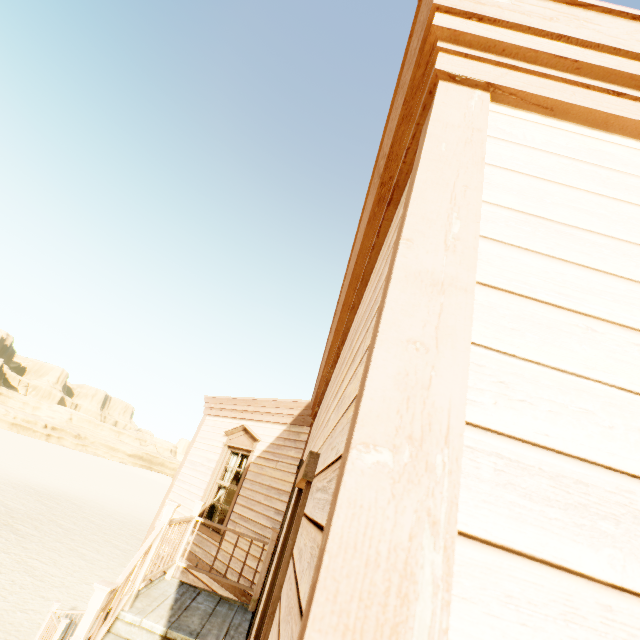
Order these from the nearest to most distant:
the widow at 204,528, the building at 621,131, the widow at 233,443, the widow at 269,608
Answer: the building at 621,131 < the widow at 269,608 < the widow at 204,528 < the widow at 233,443

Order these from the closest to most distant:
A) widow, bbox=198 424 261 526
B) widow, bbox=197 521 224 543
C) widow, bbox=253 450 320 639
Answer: widow, bbox=253 450 320 639 < widow, bbox=197 521 224 543 < widow, bbox=198 424 261 526

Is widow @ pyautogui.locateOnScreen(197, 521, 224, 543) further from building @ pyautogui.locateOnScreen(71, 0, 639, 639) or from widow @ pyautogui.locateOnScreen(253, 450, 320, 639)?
Result: widow @ pyautogui.locateOnScreen(253, 450, 320, 639)

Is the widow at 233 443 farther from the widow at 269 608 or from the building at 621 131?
the widow at 269 608

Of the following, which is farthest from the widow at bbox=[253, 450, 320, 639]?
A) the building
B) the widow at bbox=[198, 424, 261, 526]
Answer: the widow at bbox=[198, 424, 261, 526]

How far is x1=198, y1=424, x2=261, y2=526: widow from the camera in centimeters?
702cm

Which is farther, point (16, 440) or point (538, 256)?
point (16, 440)
